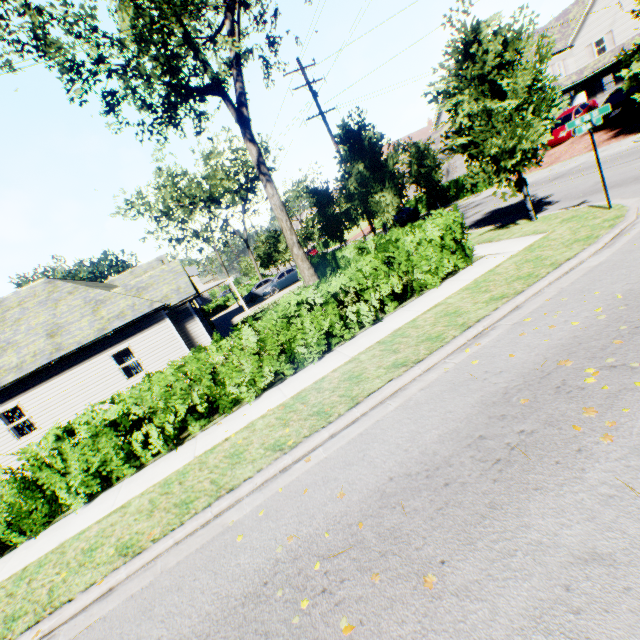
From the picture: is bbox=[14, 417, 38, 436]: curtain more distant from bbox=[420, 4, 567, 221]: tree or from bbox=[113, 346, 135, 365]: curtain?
bbox=[420, 4, 567, 221]: tree

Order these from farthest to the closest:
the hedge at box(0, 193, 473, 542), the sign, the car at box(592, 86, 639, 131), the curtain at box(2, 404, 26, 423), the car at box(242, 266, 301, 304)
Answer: the car at box(242, 266, 301, 304)
the car at box(592, 86, 639, 131)
the curtain at box(2, 404, 26, 423)
the sign
the hedge at box(0, 193, 473, 542)

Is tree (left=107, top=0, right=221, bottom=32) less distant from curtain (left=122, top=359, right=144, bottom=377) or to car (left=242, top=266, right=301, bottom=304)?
car (left=242, top=266, right=301, bottom=304)

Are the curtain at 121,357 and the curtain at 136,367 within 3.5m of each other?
yes

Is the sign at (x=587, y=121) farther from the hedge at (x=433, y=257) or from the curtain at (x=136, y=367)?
the curtain at (x=136, y=367)

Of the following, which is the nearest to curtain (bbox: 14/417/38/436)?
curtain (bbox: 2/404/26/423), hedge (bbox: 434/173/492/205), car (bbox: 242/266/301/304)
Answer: curtain (bbox: 2/404/26/423)

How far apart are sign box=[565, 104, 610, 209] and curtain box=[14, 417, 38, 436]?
22.4 meters

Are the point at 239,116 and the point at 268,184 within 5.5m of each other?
yes
